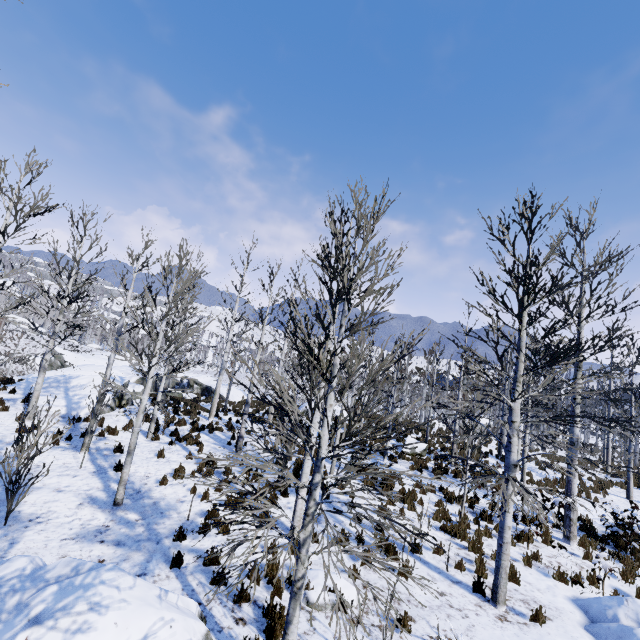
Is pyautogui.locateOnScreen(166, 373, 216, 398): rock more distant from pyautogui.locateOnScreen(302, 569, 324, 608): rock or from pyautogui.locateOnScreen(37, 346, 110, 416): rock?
pyautogui.locateOnScreen(302, 569, 324, 608): rock

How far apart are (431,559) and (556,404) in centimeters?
790cm

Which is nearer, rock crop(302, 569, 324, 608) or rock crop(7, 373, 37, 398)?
rock crop(302, 569, 324, 608)

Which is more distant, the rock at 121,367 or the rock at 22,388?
the rock at 121,367

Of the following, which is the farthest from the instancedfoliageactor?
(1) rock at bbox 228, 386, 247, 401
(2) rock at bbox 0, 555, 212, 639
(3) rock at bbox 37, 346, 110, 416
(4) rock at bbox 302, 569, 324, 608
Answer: (1) rock at bbox 228, 386, 247, 401

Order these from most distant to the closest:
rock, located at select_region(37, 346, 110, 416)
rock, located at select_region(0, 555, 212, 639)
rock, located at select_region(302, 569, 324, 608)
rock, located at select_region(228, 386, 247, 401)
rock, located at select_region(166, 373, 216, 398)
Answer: rock, located at select_region(166, 373, 216, 398) < rock, located at select_region(228, 386, 247, 401) < rock, located at select_region(37, 346, 110, 416) < rock, located at select_region(302, 569, 324, 608) < rock, located at select_region(0, 555, 212, 639)

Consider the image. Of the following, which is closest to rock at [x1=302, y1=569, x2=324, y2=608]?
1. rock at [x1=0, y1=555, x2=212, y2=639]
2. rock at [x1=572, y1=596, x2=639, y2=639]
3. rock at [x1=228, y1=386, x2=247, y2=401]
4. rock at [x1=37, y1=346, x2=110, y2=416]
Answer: rock at [x1=0, y1=555, x2=212, y2=639]

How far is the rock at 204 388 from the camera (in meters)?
31.99
